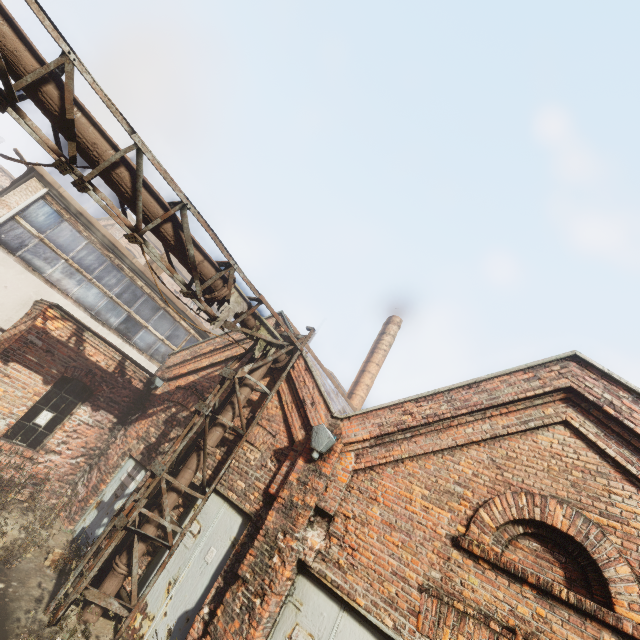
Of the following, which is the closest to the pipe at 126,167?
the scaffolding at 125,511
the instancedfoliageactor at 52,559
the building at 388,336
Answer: the scaffolding at 125,511

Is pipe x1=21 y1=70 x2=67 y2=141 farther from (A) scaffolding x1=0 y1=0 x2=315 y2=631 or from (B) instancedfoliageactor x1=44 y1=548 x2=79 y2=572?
(B) instancedfoliageactor x1=44 y1=548 x2=79 y2=572

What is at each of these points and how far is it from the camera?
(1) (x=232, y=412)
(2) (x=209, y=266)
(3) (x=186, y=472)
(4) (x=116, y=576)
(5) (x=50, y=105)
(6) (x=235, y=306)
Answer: (1) pipe, 7.18m
(2) pipe, 6.19m
(3) pipe, 6.54m
(4) pipe, 5.73m
(5) pipe, 4.23m
(6) pipe, 6.71m

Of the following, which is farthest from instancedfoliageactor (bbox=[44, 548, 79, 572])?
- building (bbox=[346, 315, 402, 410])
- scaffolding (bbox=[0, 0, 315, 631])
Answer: building (bbox=[346, 315, 402, 410])

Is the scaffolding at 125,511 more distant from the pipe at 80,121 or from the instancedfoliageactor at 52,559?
the instancedfoliageactor at 52,559

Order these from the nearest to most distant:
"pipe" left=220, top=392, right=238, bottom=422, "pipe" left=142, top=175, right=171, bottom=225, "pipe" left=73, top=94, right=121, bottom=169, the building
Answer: "pipe" left=73, top=94, right=121, bottom=169
"pipe" left=142, top=175, right=171, bottom=225
"pipe" left=220, top=392, right=238, bottom=422
the building

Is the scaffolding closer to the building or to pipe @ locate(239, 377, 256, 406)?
pipe @ locate(239, 377, 256, 406)
